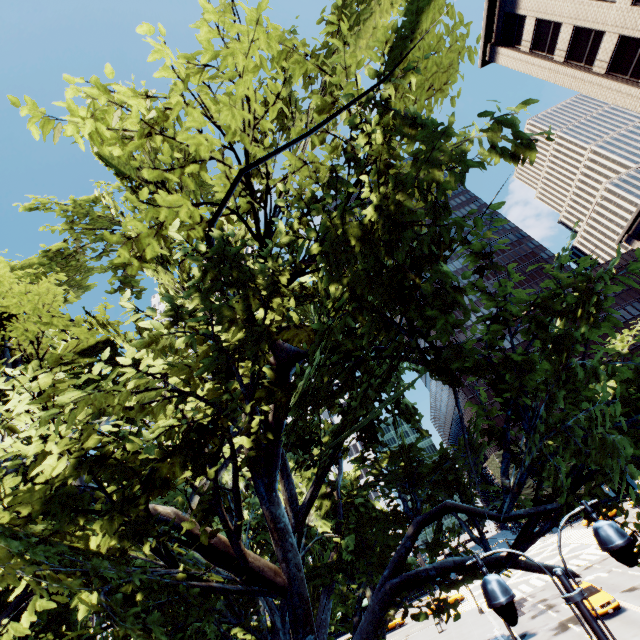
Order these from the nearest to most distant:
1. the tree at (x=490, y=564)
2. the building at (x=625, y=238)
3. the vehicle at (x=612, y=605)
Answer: the tree at (x=490, y=564), the vehicle at (x=612, y=605), the building at (x=625, y=238)

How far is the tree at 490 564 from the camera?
7.2 meters

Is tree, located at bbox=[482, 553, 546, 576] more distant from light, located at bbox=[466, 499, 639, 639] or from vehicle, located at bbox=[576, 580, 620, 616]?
vehicle, located at bbox=[576, 580, 620, 616]

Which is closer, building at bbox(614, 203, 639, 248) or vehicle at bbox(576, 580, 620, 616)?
vehicle at bbox(576, 580, 620, 616)

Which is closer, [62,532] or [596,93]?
[62,532]

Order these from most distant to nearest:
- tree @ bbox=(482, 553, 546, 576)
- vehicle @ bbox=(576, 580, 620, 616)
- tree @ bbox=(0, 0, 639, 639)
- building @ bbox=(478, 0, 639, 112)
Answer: building @ bbox=(478, 0, 639, 112) < vehicle @ bbox=(576, 580, 620, 616) < tree @ bbox=(482, 553, 546, 576) < tree @ bbox=(0, 0, 639, 639)

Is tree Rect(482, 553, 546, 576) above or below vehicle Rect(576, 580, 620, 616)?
above

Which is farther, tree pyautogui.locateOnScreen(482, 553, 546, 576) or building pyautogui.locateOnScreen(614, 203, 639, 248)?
building pyautogui.locateOnScreen(614, 203, 639, 248)
